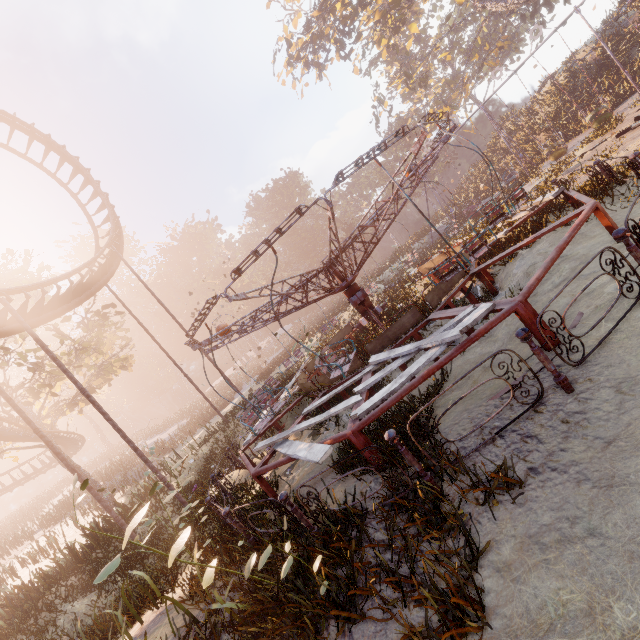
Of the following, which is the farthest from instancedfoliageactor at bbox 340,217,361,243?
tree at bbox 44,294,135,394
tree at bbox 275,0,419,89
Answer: tree at bbox 275,0,419,89

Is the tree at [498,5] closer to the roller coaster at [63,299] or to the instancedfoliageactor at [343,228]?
the instancedfoliageactor at [343,228]

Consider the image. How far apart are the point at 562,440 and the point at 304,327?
9.5 meters

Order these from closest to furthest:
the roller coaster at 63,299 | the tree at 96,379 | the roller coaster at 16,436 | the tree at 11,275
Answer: the roller coaster at 63,299 < the roller coaster at 16,436 < the tree at 11,275 < the tree at 96,379

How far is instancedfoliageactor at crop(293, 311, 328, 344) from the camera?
12.32m

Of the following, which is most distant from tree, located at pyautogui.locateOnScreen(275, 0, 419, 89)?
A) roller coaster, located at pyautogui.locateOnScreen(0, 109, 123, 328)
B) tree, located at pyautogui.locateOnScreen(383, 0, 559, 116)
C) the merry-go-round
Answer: the merry-go-round

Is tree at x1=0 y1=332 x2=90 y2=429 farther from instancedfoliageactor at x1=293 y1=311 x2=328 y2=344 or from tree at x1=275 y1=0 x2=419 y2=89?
tree at x1=275 y1=0 x2=419 y2=89

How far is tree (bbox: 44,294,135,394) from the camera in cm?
2128
